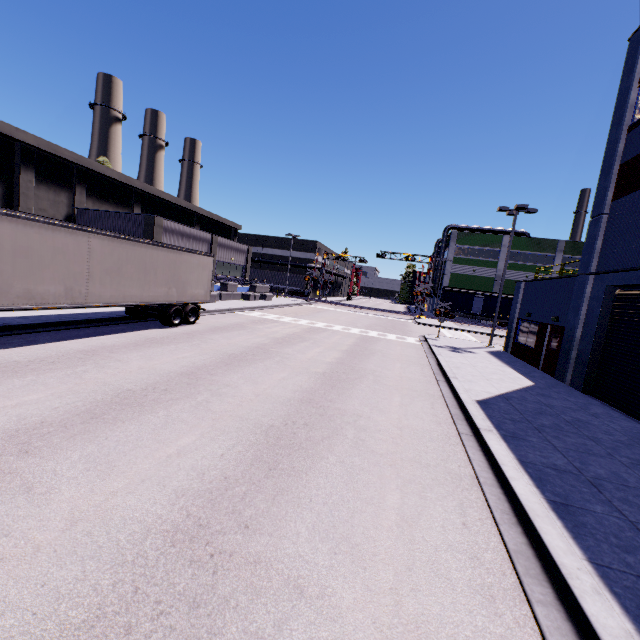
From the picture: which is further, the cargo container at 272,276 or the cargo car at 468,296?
the cargo container at 272,276

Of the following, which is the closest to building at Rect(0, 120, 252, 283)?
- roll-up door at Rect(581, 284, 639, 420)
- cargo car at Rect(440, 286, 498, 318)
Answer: roll-up door at Rect(581, 284, 639, 420)

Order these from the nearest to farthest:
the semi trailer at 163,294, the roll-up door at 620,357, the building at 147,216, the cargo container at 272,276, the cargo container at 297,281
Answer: the semi trailer at 163,294 < the roll-up door at 620,357 < the building at 147,216 < the cargo container at 297,281 < the cargo container at 272,276

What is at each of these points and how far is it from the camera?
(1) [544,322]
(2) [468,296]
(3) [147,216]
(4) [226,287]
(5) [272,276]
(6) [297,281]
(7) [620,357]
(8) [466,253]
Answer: (1) building, 17.59m
(2) cargo car, 49.97m
(3) building, 25.09m
(4) concrete block, 32.41m
(5) cargo container, 58.25m
(6) cargo container, 57.12m
(7) roll-up door, 11.82m
(8) building, 54.38m

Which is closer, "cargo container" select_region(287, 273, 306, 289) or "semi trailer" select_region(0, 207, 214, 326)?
"semi trailer" select_region(0, 207, 214, 326)

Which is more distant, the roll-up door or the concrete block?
the concrete block

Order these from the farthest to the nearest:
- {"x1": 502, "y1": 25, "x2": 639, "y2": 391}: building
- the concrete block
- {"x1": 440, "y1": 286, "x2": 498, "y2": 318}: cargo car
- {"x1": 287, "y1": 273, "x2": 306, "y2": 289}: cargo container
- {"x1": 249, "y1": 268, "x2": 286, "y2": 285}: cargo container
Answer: {"x1": 249, "y1": 268, "x2": 286, "y2": 285}: cargo container, {"x1": 287, "y1": 273, "x2": 306, "y2": 289}: cargo container, {"x1": 440, "y1": 286, "x2": 498, "y2": 318}: cargo car, the concrete block, {"x1": 502, "y1": 25, "x2": 639, "y2": 391}: building

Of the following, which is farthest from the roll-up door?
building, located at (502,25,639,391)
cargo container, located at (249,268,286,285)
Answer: cargo container, located at (249,268,286,285)
